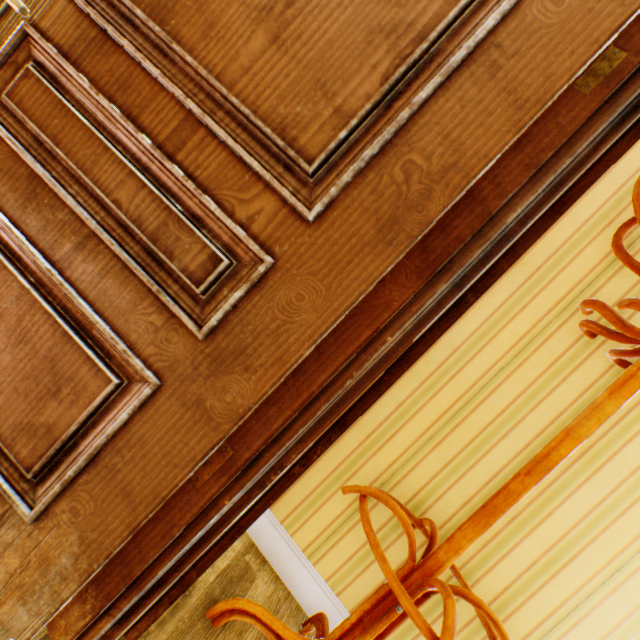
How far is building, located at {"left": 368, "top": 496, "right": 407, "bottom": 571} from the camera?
1.4m

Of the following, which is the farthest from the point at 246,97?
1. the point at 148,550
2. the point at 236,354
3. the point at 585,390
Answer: the point at 585,390

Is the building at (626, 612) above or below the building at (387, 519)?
above

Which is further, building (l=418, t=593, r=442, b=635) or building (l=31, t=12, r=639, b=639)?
building (l=418, t=593, r=442, b=635)

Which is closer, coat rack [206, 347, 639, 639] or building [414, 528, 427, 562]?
coat rack [206, 347, 639, 639]

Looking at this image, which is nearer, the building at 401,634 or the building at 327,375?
the building at 327,375

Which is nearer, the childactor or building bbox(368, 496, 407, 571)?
the childactor
